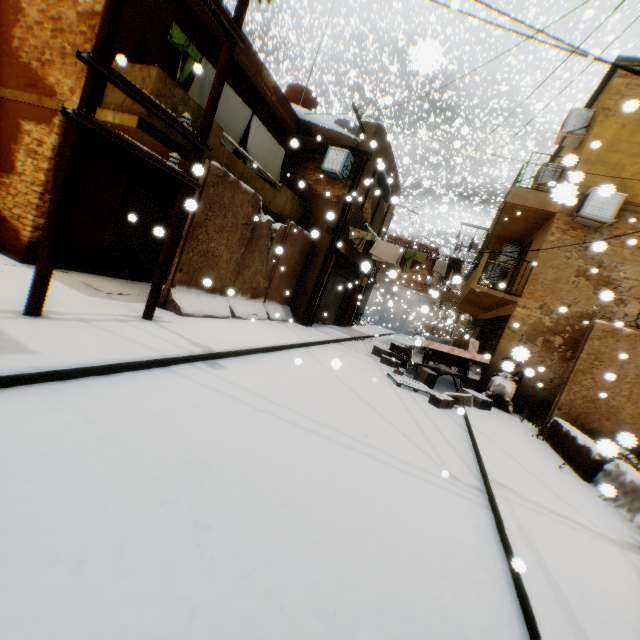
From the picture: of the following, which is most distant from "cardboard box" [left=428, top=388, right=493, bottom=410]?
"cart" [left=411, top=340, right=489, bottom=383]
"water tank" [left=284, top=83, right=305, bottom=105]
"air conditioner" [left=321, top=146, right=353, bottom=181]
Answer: "water tank" [left=284, top=83, right=305, bottom=105]

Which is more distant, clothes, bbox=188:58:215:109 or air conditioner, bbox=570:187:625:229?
air conditioner, bbox=570:187:625:229

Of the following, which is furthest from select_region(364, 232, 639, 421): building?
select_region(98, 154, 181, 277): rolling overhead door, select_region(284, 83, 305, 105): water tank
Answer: select_region(284, 83, 305, 105): water tank

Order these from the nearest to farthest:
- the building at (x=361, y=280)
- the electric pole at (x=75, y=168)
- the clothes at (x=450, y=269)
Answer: the electric pole at (x=75, y=168), the clothes at (x=450, y=269), the building at (x=361, y=280)

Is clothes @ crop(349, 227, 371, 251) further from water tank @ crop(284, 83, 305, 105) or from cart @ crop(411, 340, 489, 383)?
water tank @ crop(284, 83, 305, 105)

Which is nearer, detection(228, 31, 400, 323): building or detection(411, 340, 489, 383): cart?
detection(228, 31, 400, 323): building

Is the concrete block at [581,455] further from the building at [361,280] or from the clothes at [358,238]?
the clothes at [358,238]

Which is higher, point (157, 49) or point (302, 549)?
point (157, 49)
